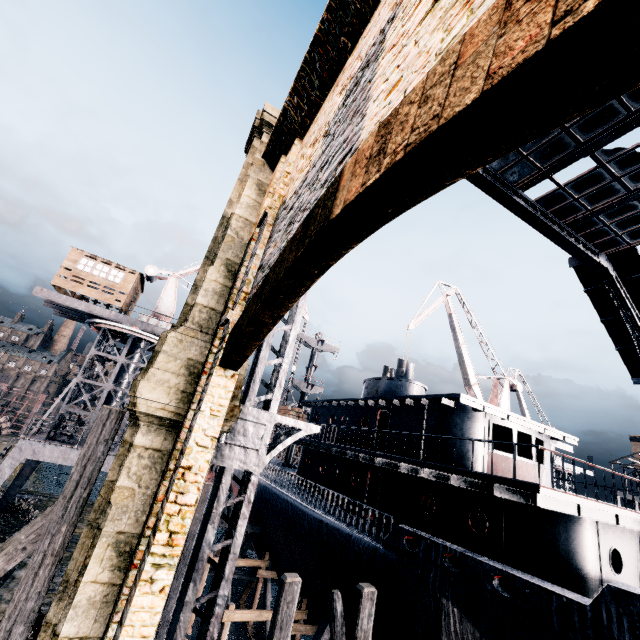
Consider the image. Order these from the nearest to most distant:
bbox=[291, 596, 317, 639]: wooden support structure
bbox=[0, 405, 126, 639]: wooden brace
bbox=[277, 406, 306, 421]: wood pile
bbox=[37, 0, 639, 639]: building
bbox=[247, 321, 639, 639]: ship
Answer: bbox=[37, 0, 639, 639]: building < bbox=[0, 405, 126, 639]: wooden brace < bbox=[247, 321, 639, 639]: ship < bbox=[291, 596, 317, 639]: wooden support structure < bbox=[277, 406, 306, 421]: wood pile

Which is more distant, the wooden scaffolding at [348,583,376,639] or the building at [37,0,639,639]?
the wooden scaffolding at [348,583,376,639]

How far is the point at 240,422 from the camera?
8.17m

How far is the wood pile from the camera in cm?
2664

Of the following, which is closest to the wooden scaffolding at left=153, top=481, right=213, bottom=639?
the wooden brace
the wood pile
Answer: the wood pile

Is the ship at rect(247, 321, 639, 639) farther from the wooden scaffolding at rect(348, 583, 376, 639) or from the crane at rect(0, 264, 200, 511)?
the crane at rect(0, 264, 200, 511)

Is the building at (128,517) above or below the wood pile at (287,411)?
below

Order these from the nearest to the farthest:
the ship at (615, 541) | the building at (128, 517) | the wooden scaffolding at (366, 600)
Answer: the building at (128, 517) → the ship at (615, 541) → the wooden scaffolding at (366, 600)
